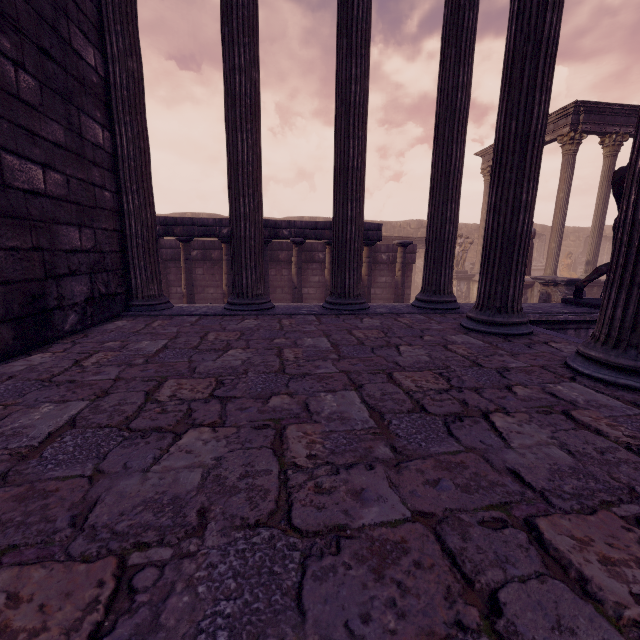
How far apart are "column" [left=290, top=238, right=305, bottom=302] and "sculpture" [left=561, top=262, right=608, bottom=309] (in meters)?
6.57

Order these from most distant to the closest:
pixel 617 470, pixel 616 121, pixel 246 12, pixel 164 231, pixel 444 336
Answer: pixel 616 121 → pixel 164 231 → pixel 246 12 → pixel 444 336 → pixel 617 470

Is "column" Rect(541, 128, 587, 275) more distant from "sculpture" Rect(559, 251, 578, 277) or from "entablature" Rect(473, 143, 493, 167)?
"sculpture" Rect(559, 251, 578, 277)

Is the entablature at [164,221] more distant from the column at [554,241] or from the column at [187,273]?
the column at [554,241]

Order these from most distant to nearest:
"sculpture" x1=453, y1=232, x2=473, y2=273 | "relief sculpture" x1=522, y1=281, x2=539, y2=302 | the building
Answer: "sculpture" x1=453, y1=232, x2=473, y2=273 < "relief sculpture" x1=522, y1=281, x2=539, y2=302 < the building

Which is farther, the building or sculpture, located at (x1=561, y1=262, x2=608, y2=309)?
sculpture, located at (x1=561, y1=262, x2=608, y2=309)

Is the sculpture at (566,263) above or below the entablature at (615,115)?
below

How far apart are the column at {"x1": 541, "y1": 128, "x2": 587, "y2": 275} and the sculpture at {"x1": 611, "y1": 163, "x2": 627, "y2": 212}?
8.3m
